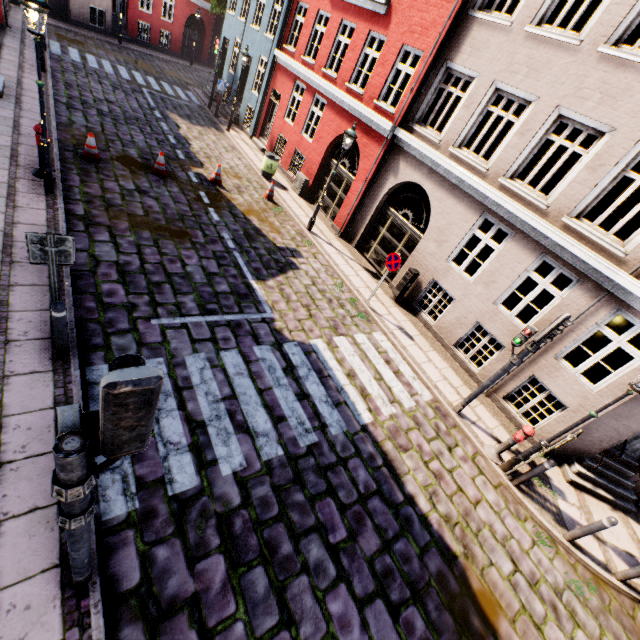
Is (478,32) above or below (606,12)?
below

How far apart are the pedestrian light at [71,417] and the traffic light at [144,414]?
0.1 meters

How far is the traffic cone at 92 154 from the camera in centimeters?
962cm

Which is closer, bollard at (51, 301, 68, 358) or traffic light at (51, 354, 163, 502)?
traffic light at (51, 354, 163, 502)

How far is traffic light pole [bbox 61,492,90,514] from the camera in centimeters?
206cm

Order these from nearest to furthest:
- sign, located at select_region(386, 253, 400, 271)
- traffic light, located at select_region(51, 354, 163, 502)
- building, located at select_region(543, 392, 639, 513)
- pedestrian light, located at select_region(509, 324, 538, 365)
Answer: traffic light, located at select_region(51, 354, 163, 502) < pedestrian light, located at select_region(509, 324, 538, 365) < building, located at select_region(543, 392, 639, 513) < sign, located at select_region(386, 253, 400, 271)

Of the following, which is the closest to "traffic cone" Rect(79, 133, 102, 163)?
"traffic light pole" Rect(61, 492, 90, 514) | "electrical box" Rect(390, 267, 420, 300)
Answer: "electrical box" Rect(390, 267, 420, 300)

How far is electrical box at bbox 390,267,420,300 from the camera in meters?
10.7 m
